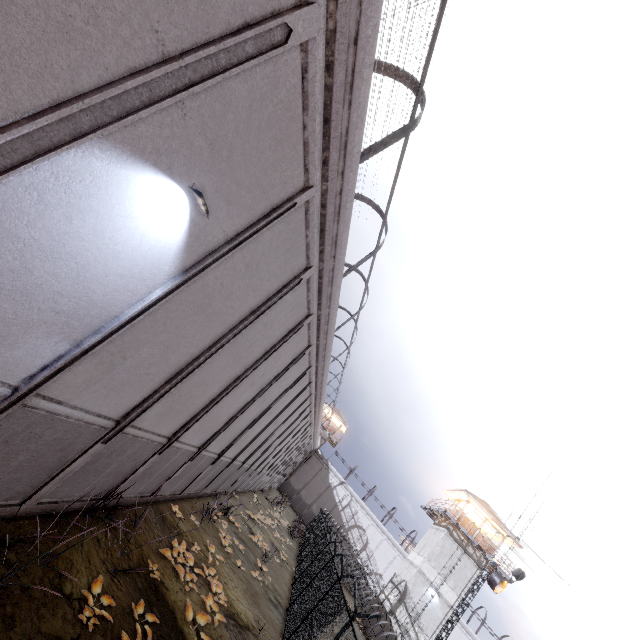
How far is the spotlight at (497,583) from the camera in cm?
1811

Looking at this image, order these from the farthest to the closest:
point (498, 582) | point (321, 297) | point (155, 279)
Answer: point (498, 582) → point (321, 297) → point (155, 279)

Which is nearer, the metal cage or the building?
the metal cage

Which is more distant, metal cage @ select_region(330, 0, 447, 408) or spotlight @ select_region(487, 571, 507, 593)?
spotlight @ select_region(487, 571, 507, 593)

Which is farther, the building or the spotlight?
the building

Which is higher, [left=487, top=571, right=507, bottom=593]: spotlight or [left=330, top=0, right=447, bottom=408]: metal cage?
[left=330, top=0, right=447, bottom=408]: metal cage

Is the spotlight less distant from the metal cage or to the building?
the building

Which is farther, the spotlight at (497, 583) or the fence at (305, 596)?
the spotlight at (497, 583)
